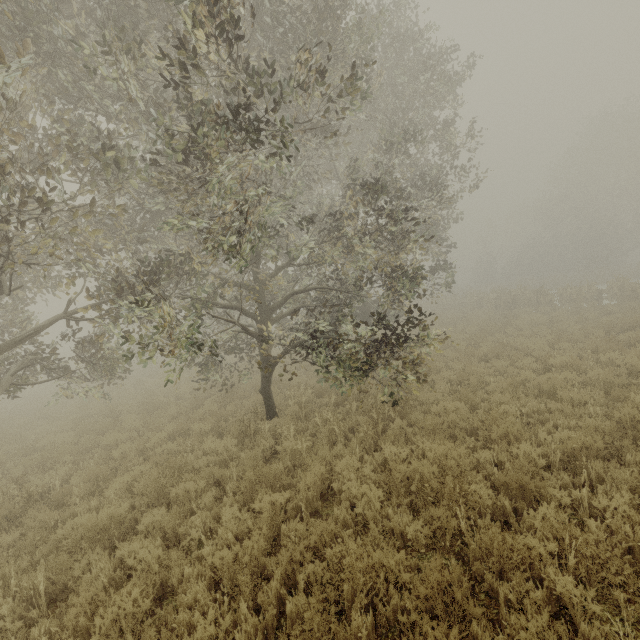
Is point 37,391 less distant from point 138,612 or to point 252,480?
point 252,480

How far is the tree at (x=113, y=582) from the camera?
3.97m

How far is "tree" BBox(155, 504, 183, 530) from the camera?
5.3m

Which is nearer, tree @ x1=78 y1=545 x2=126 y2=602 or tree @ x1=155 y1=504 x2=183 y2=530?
tree @ x1=78 y1=545 x2=126 y2=602

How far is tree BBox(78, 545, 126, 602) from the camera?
4.0m

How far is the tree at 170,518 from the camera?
5.3 meters
